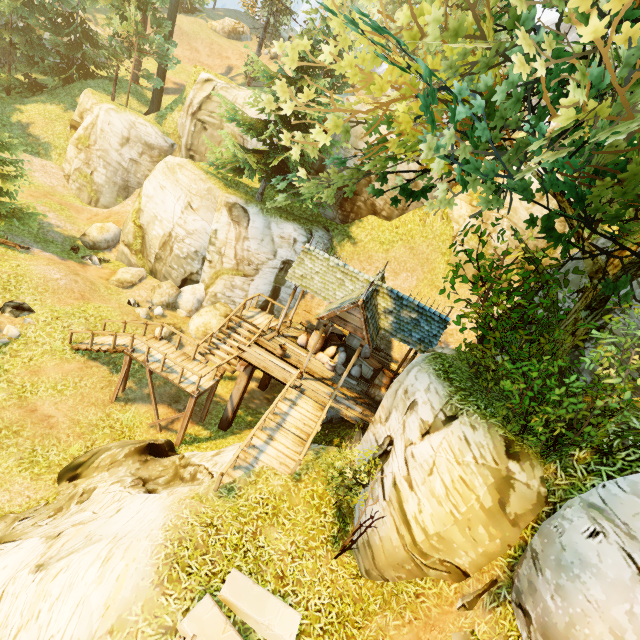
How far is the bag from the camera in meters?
14.9

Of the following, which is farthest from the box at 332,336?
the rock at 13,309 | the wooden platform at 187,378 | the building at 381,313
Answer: the rock at 13,309

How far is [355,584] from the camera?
8.0 meters

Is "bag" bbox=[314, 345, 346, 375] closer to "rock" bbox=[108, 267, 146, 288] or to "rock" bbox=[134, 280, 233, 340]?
"rock" bbox=[134, 280, 233, 340]

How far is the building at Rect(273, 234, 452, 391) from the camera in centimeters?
1166cm

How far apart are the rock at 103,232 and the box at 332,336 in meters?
16.0

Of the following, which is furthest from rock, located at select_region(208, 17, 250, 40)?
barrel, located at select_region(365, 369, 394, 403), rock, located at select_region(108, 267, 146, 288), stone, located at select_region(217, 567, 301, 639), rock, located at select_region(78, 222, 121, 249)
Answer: stone, located at select_region(217, 567, 301, 639)

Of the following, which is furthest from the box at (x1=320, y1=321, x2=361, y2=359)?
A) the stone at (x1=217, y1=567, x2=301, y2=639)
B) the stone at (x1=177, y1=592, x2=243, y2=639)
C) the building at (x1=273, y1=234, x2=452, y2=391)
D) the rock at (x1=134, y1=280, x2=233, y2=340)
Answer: the stone at (x1=177, y1=592, x2=243, y2=639)
